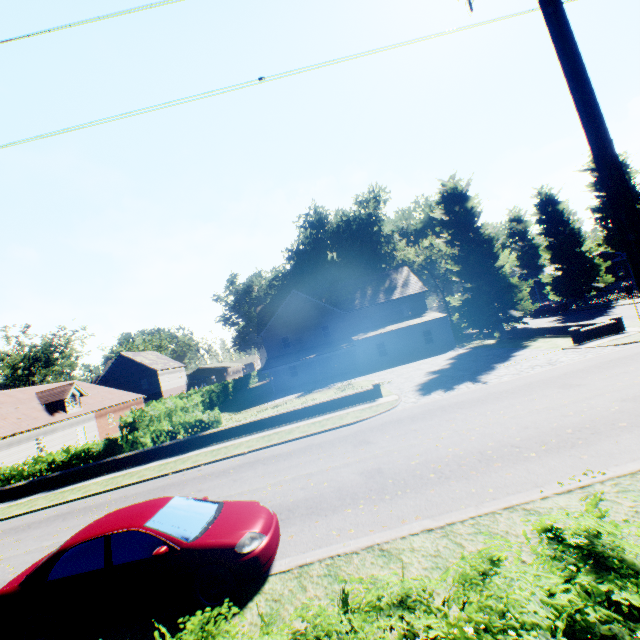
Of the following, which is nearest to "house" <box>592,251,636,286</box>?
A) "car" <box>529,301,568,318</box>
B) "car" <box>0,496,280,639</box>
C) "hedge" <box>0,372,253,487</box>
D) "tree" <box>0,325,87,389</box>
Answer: "car" <box>529,301,568,318</box>

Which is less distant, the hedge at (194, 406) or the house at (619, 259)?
the hedge at (194, 406)

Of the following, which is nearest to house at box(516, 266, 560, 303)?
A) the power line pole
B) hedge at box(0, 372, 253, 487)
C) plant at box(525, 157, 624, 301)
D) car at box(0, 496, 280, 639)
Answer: plant at box(525, 157, 624, 301)

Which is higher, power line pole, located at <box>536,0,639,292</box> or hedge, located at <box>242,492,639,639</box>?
power line pole, located at <box>536,0,639,292</box>

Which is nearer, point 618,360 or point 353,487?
point 353,487

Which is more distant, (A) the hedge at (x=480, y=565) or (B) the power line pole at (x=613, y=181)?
(B) the power line pole at (x=613, y=181)

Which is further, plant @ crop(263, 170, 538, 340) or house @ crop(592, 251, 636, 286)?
house @ crop(592, 251, 636, 286)

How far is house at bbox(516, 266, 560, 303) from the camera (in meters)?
53.74
